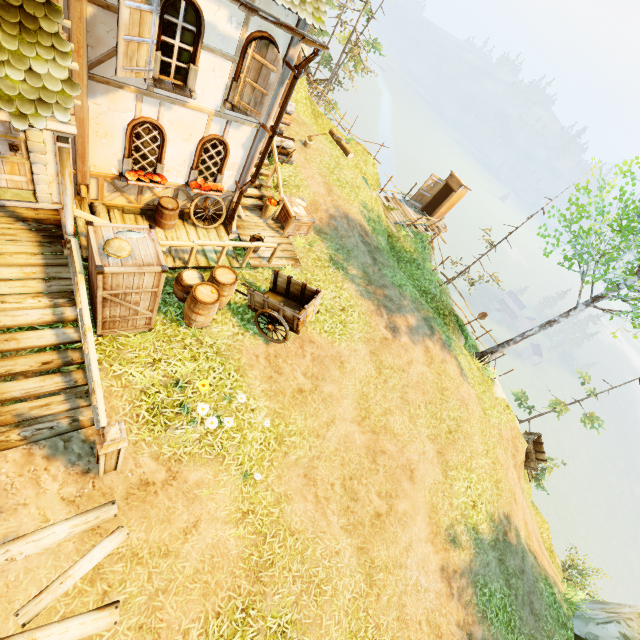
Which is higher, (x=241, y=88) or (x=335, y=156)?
(x=241, y=88)

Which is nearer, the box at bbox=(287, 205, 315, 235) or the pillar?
the pillar

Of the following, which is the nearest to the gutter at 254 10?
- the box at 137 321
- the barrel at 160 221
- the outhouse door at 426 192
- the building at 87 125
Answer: the building at 87 125

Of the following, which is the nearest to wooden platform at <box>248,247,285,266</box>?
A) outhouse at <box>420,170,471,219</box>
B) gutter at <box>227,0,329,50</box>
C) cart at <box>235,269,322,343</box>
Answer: cart at <box>235,269,322,343</box>

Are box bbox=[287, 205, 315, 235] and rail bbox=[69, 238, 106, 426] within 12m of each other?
yes

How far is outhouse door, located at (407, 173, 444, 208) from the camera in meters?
18.3 m

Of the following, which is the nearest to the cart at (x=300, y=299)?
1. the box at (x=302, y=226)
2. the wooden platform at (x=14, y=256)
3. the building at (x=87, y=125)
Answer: the building at (x=87, y=125)

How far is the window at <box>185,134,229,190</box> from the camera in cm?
773
